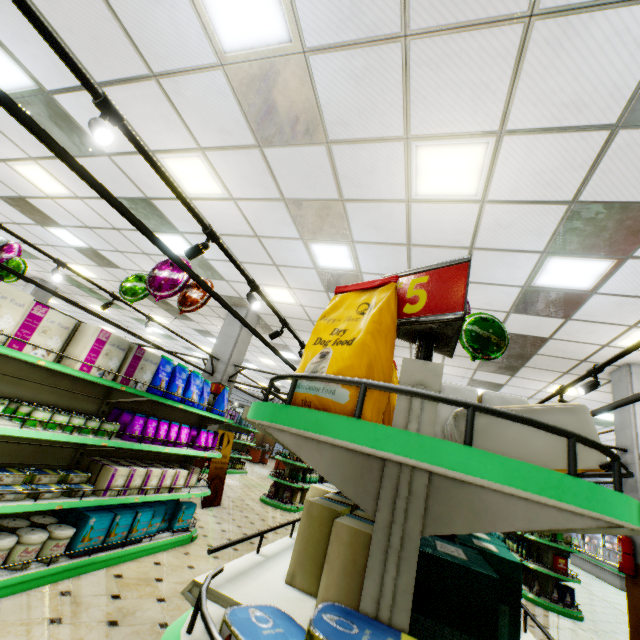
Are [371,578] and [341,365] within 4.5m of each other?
yes

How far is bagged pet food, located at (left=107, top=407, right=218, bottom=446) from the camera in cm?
394

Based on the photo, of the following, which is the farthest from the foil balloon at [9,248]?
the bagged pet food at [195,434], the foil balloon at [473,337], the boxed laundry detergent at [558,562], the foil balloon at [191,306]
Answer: the boxed laundry detergent at [558,562]

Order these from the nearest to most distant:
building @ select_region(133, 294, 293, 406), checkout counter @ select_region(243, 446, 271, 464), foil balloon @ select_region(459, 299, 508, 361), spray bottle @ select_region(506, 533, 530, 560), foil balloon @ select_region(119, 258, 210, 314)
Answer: foil balloon @ select_region(459, 299, 508, 361)
foil balloon @ select_region(119, 258, 210, 314)
spray bottle @ select_region(506, 533, 530, 560)
building @ select_region(133, 294, 293, 406)
checkout counter @ select_region(243, 446, 271, 464)

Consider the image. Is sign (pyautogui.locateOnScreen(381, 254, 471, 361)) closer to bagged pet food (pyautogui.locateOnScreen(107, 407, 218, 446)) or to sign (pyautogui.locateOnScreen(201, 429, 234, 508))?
bagged pet food (pyautogui.locateOnScreen(107, 407, 218, 446))

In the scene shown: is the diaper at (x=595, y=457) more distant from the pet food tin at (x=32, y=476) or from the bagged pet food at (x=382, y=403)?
the pet food tin at (x=32, y=476)

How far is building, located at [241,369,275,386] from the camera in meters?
18.7 m

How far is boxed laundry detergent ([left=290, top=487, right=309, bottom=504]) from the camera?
10.1m
